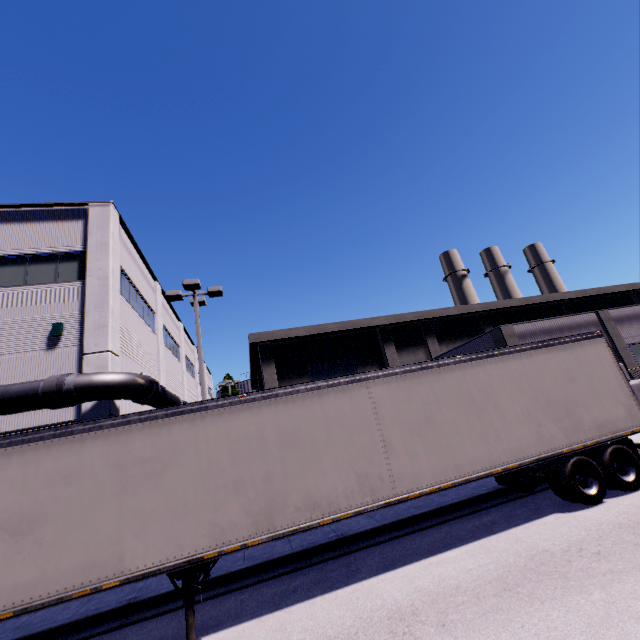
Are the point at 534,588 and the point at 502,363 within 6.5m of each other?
yes

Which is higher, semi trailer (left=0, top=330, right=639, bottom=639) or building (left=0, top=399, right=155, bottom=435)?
building (left=0, top=399, right=155, bottom=435)

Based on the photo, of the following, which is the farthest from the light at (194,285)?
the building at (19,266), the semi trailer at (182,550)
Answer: the building at (19,266)

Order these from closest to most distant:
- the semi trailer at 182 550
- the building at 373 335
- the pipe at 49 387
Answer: the semi trailer at 182 550
the pipe at 49 387
the building at 373 335

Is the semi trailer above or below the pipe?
below

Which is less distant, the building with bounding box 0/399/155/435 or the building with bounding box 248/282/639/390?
the building with bounding box 0/399/155/435

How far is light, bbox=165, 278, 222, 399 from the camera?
13.5m

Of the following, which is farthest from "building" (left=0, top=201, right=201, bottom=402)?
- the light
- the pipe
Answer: the light
